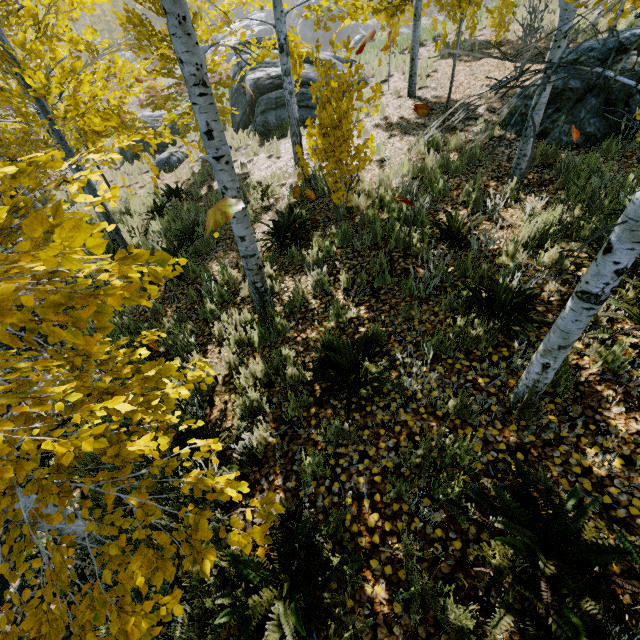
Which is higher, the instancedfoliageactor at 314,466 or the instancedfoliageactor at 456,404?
the instancedfoliageactor at 456,404

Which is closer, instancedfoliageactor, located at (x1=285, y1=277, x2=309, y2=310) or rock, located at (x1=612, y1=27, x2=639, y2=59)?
instancedfoliageactor, located at (x1=285, y1=277, x2=309, y2=310)

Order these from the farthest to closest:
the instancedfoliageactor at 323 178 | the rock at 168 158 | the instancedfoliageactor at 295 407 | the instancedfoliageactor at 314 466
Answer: the rock at 168 158
the instancedfoliageactor at 295 407
the instancedfoliageactor at 314 466
the instancedfoliageactor at 323 178

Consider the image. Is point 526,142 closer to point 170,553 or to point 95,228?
point 95,228

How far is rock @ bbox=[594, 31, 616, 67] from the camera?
5.71m

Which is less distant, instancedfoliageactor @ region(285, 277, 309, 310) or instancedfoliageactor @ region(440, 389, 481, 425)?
instancedfoliageactor @ region(440, 389, 481, 425)

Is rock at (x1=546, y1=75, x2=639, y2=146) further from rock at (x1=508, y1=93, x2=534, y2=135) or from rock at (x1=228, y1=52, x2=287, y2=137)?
rock at (x1=228, y1=52, x2=287, y2=137)

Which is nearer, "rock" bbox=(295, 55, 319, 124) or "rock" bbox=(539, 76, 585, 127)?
"rock" bbox=(539, 76, 585, 127)
